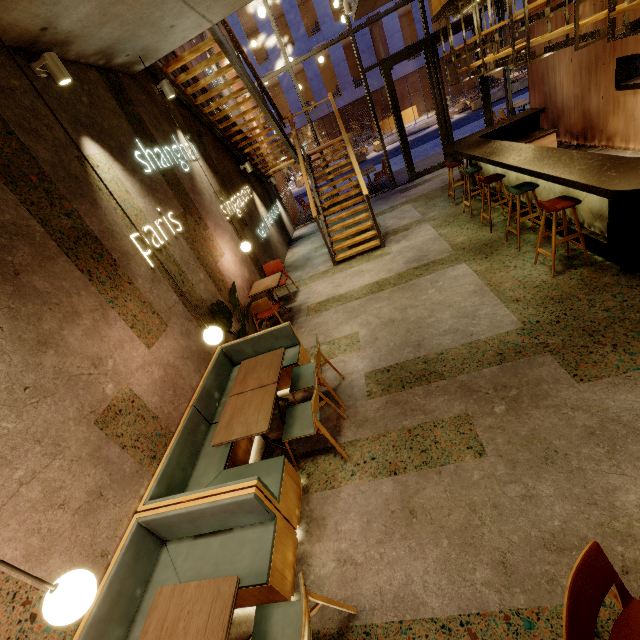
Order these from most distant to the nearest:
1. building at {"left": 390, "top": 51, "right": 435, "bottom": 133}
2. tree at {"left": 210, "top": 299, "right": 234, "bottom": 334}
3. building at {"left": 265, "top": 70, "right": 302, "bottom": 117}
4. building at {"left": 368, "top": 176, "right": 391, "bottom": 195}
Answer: building at {"left": 265, "top": 70, "right": 302, "bottom": 117}
building at {"left": 390, "top": 51, "right": 435, "bottom": 133}
building at {"left": 368, "top": 176, "right": 391, "bottom": 195}
tree at {"left": 210, "top": 299, "right": 234, "bottom": 334}

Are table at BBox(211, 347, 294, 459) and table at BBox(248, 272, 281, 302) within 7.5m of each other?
yes

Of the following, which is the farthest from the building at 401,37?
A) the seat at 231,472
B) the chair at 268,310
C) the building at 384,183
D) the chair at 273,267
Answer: Result: the seat at 231,472

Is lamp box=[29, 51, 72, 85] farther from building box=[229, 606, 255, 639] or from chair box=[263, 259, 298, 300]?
chair box=[263, 259, 298, 300]

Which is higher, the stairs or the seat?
the stairs

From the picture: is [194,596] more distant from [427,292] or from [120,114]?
[120,114]

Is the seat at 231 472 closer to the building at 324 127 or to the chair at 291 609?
the chair at 291 609

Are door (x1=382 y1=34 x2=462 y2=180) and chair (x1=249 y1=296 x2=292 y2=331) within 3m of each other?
no
